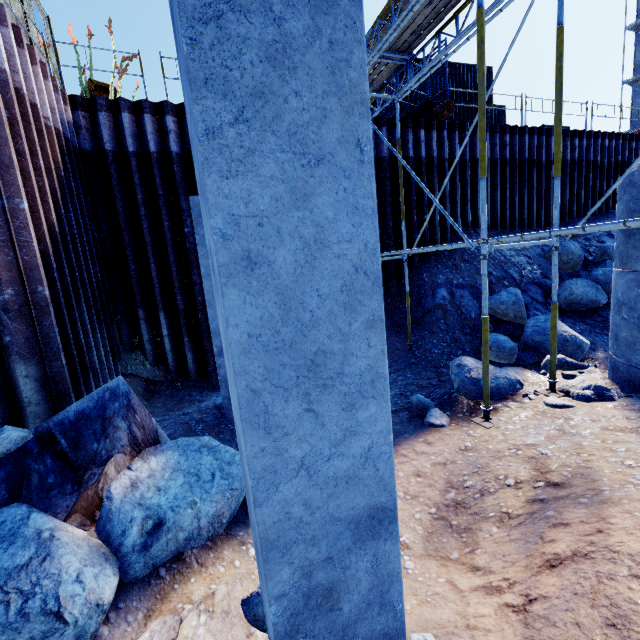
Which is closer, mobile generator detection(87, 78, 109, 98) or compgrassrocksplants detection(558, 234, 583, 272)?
mobile generator detection(87, 78, 109, 98)

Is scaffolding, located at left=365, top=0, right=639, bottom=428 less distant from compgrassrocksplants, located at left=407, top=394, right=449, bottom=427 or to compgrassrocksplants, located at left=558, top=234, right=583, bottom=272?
compgrassrocksplants, located at left=407, top=394, right=449, bottom=427

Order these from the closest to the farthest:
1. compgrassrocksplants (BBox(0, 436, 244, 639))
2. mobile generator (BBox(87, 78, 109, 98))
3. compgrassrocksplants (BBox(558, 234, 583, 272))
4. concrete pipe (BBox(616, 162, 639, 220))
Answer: compgrassrocksplants (BBox(0, 436, 244, 639))
concrete pipe (BBox(616, 162, 639, 220))
mobile generator (BBox(87, 78, 109, 98))
compgrassrocksplants (BBox(558, 234, 583, 272))

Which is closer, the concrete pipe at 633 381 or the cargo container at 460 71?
the concrete pipe at 633 381

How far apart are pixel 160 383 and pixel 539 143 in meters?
16.6

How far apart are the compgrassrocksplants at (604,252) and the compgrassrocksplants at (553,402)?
9.18m

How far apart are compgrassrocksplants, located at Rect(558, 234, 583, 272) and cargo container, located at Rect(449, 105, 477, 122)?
7.20m

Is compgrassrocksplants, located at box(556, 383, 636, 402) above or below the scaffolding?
below
